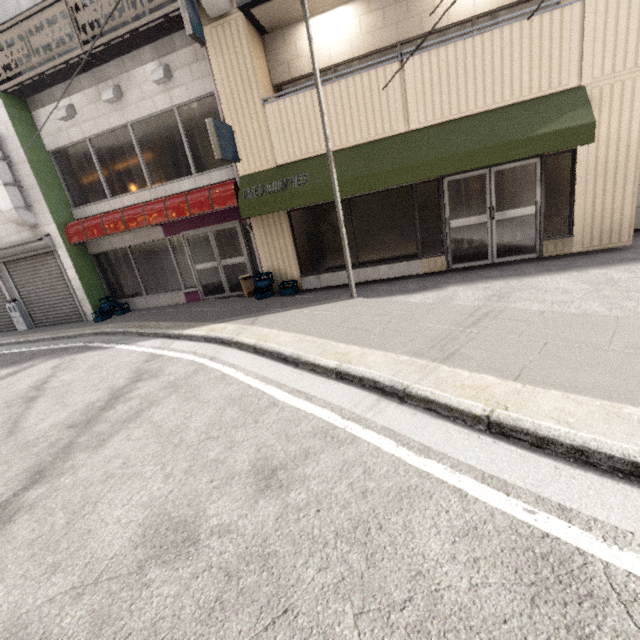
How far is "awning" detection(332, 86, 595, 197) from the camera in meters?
5.7

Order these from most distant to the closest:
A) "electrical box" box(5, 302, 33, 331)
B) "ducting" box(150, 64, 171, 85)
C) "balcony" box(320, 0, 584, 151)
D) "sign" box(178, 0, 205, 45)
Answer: "electrical box" box(5, 302, 33, 331)
"ducting" box(150, 64, 171, 85)
"sign" box(178, 0, 205, 45)
"balcony" box(320, 0, 584, 151)

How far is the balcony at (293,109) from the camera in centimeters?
687cm

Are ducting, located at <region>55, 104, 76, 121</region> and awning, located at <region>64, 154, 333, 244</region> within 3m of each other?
yes

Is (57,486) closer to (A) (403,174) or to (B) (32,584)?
(B) (32,584)

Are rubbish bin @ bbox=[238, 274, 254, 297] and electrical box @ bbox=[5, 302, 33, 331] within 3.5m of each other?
no

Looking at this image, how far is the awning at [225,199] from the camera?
7.1 meters

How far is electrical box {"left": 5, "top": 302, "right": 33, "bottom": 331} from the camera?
10.7 meters
